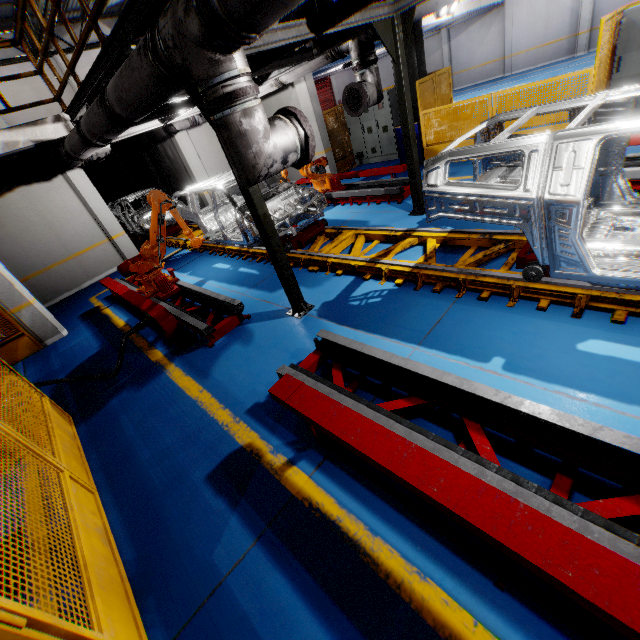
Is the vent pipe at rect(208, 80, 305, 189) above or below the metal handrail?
below

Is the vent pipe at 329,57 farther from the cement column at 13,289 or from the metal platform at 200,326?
the cement column at 13,289

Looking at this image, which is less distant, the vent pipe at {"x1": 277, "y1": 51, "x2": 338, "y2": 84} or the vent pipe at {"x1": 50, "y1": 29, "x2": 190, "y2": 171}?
the vent pipe at {"x1": 50, "y1": 29, "x2": 190, "y2": 171}

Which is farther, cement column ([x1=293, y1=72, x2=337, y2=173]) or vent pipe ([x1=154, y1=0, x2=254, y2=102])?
cement column ([x1=293, y1=72, x2=337, y2=173])

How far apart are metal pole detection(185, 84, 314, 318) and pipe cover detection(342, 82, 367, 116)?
3.3 meters

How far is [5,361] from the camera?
4.3m

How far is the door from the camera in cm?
2561

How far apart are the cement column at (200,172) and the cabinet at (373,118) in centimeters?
588cm
